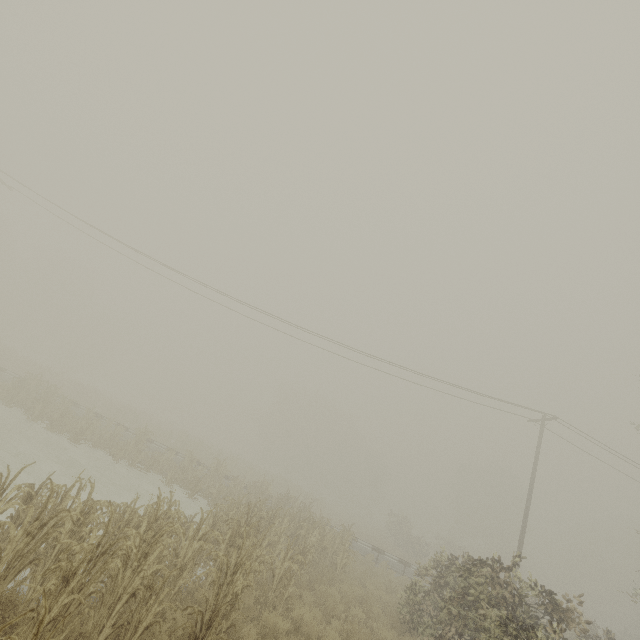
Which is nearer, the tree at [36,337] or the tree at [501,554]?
the tree at [36,337]

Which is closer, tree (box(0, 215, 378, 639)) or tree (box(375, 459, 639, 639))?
tree (box(0, 215, 378, 639))

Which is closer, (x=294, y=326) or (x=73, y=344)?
(x=294, y=326)
